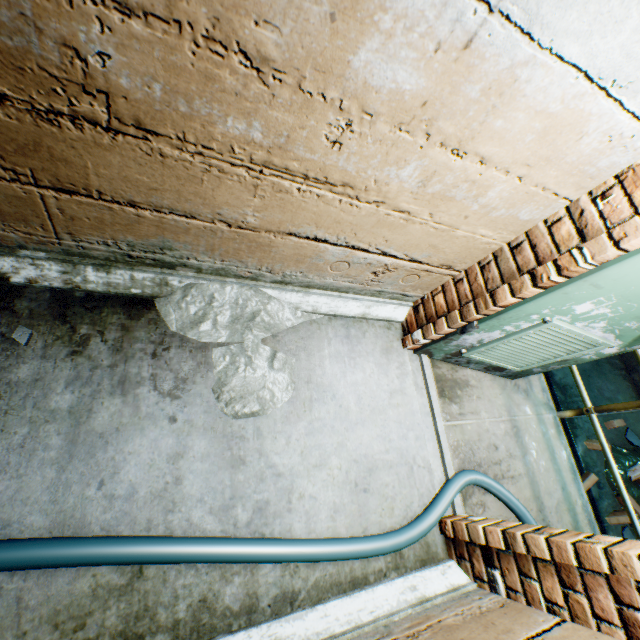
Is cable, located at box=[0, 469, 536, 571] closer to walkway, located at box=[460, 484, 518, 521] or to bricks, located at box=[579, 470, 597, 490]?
walkway, located at box=[460, 484, 518, 521]

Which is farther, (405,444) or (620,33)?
(405,444)

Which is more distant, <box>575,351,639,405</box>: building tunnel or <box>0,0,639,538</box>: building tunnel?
<box>575,351,639,405</box>: building tunnel

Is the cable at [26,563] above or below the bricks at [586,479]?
above

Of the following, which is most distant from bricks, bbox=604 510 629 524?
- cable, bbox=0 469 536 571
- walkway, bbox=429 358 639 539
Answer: cable, bbox=0 469 536 571

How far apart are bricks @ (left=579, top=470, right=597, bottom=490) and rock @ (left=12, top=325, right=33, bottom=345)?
5.6m

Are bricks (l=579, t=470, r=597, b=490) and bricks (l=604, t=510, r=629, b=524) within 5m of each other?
yes

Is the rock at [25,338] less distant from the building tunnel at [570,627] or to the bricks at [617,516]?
the building tunnel at [570,627]
